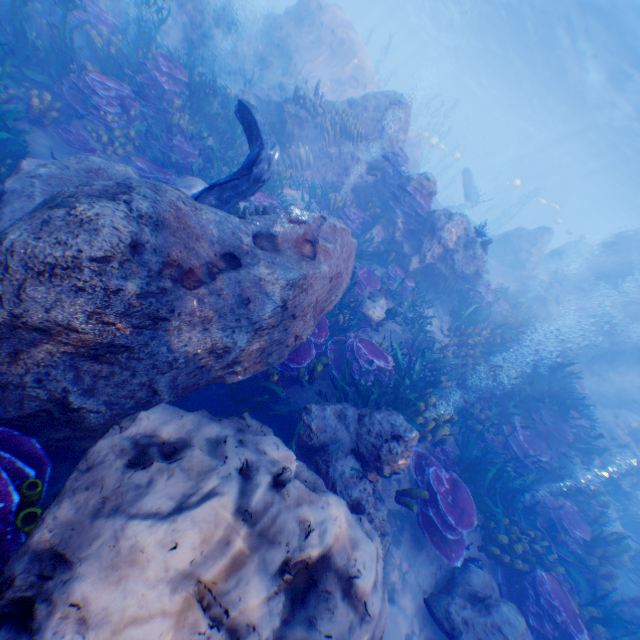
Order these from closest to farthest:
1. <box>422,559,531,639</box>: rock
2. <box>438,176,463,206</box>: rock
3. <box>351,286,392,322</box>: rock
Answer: <box>422,559,531,639</box>: rock < <box>351,286,392,322</box>: rock < <box>438,176,463,206</box>: rock

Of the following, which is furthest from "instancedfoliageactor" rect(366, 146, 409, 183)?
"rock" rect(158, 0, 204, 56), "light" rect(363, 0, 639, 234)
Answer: "light" rect(363, 0, 639, 234)

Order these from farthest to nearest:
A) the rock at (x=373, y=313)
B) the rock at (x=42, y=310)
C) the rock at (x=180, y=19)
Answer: the rock at (x=180, y=19)
the rock at (x=373, y=313)
the rock at (x=42, y=310)

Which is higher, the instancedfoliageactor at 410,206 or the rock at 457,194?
the instancedfoliageactor at 410,206

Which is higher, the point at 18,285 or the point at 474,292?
the point at 474,292

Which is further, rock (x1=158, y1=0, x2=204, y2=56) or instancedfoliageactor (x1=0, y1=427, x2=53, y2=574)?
rock (x1=158, y1=0, x2=204, y2=56)

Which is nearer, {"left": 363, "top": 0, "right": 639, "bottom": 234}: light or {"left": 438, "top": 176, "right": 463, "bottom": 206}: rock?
{"left": 363, "top": 0, "right": 639, "bottom": 234}: light
